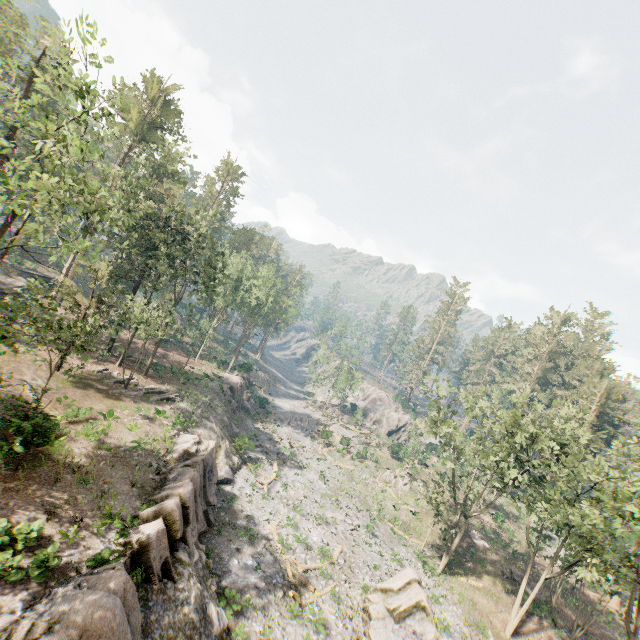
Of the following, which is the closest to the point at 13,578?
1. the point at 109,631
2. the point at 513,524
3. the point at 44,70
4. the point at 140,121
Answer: the point at 109,631

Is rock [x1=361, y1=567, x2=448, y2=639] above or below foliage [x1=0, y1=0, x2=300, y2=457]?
below

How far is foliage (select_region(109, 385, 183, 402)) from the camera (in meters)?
29.85

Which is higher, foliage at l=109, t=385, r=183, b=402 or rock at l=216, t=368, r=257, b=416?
foliage at l=109, t=385, r=183, b=402

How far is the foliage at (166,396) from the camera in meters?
29.8

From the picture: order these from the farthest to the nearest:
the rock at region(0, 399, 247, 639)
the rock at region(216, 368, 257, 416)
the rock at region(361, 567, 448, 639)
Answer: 1. the rock at region(216, 368, 257, 416)
2. the rock at region(361, 567, 448, 639)
3. the rock at region(0, 399, 247, 639)

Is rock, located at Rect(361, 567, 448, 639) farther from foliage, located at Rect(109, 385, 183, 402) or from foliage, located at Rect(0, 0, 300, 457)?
foliage, located at Rect(0, 0, 300, 457)

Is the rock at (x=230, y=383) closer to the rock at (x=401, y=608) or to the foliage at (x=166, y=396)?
the rock at (x=401, y=608)
